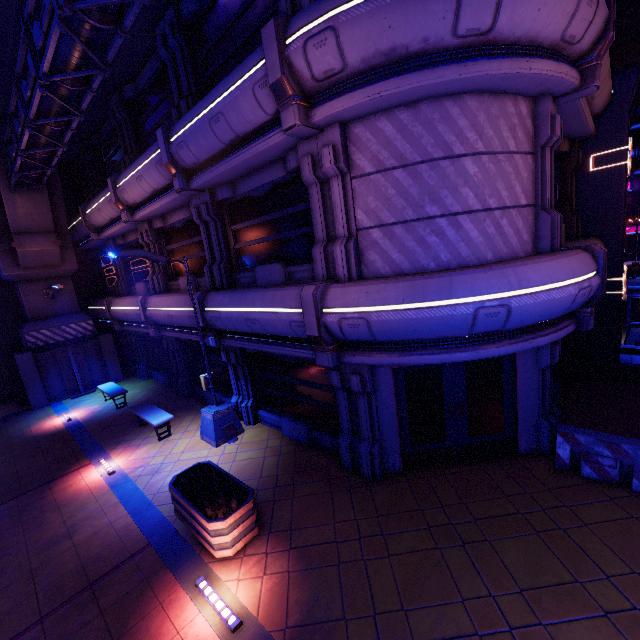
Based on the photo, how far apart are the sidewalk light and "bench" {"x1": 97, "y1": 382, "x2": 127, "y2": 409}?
10.6m

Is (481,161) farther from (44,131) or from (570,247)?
(44,131)

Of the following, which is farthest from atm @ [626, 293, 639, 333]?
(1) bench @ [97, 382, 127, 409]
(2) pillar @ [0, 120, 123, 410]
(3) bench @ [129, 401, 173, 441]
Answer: (2) pillar @ [0, 120, 123, 410]

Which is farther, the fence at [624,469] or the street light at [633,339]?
the street light at [633,339]

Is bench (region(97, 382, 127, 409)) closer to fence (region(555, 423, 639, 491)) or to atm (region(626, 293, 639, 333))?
fence (region(555, 423, 639, 491))

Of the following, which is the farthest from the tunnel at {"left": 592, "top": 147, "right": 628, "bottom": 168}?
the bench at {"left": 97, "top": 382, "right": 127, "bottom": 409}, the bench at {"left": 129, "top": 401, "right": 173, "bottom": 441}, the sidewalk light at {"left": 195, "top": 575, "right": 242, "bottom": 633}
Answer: the bench at {"left": 97, "top": 382, "right": 127, "bottom": 409}

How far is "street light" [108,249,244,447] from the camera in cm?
869

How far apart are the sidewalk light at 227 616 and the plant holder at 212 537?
0.3 meters
